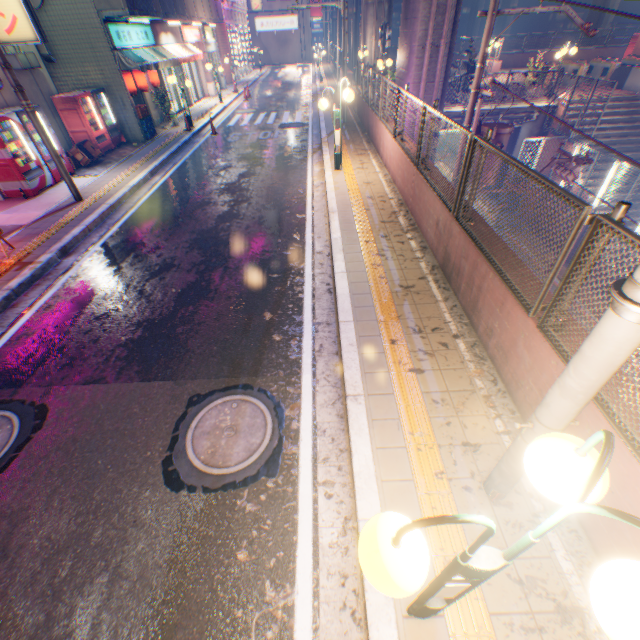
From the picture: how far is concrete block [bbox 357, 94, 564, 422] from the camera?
3.39m

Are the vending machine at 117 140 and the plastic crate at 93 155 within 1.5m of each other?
yes

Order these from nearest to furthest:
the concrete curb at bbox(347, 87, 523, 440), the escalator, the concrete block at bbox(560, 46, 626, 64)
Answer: the concrete curb at bbox(347, 87, 523, 440) → the escalator → the concrete block at bbox(560, 46, 626, 64)

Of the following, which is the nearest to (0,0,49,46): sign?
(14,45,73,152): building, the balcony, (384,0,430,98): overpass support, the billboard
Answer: (14,45,73,152): building

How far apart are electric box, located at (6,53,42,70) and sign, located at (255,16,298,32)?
49.0 meters

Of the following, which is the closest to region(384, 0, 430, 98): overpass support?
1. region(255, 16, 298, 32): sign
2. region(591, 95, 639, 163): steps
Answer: region(591, 95, 639, 163): steps

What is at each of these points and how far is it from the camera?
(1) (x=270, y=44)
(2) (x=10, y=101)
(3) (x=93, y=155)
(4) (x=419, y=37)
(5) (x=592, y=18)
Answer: (1) building, 48.1m
(2) building, 10.2m
(3) plastic crate, 12.7m
(4) overpass support, 12.1m
(5) overpass support, 39.2m

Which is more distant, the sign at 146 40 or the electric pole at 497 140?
the sign at 146 40
